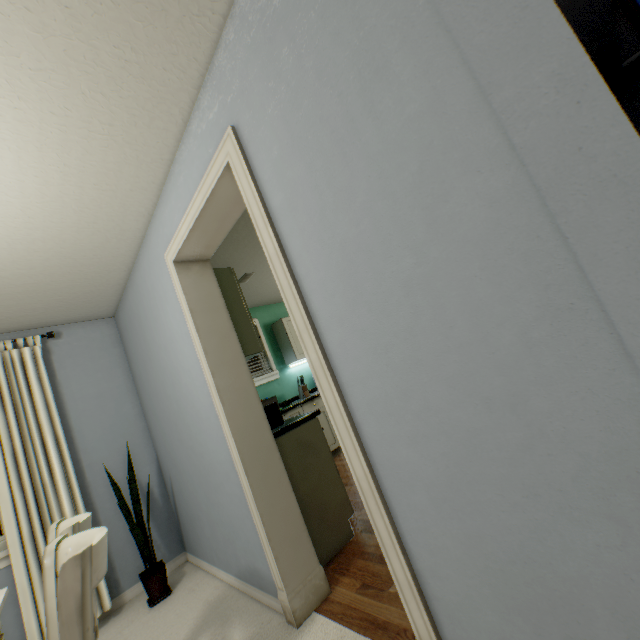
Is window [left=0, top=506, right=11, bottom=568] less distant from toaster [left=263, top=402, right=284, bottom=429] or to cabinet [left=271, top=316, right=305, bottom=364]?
toaster [left=263, top=402, right=284, bottom=429]

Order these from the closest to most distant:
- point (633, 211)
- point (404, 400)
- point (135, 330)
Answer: point (633, 211)
point (404, 400)
point (135, 330)

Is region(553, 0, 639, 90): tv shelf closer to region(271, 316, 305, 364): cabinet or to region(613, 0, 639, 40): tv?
region(613, 0, 639, 40): tv

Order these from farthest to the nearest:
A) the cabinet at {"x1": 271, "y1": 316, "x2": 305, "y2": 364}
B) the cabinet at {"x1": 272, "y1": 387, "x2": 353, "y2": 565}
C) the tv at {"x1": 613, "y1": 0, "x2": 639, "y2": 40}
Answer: the cabinet at {"x1": 271, "y1": 316, "x2": 305, "y2": 364}, the cabinet at {"x1": 272, "y1": 387, "x2": 353, "y2": 565}, the tv at {"x1": 613, "y1": 0, "x2": 639, "y2": 40}

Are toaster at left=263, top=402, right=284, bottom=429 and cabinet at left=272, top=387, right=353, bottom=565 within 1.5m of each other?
yes

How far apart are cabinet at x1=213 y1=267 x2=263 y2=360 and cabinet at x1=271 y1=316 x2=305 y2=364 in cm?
227

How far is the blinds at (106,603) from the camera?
2.4m

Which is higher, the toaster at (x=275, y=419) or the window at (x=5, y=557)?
the toaster at (x=275, y=419)
